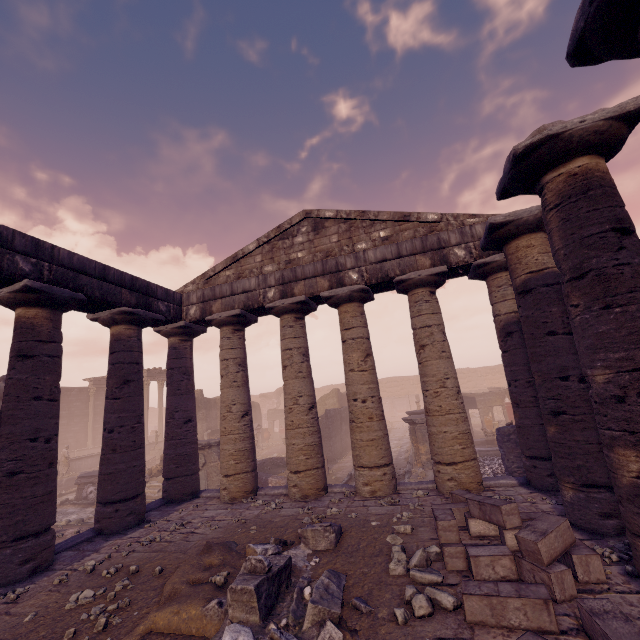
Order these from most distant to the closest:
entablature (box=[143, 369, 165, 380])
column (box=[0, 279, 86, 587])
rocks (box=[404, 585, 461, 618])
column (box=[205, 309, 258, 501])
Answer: entablature (box=[143, 369, 165, 380]), column (box=[205, 309, 258, 501]), column (box=[0, 279, 86, 587]), rocks (box=[404, 585, 461, 618])

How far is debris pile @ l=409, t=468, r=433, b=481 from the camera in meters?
12.5

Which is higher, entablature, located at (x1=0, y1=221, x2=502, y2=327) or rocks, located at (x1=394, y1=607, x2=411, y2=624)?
entablature, located at (x1=0, y1=221, x2=502, y2=327)

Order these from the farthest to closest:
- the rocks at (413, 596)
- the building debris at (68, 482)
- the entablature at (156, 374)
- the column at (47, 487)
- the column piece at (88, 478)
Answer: the entablature at (156, 374) < the building debris at (68, 482) < the column piece at (88, 478) < the column at (47, 487) < the rocks at (413, 596)

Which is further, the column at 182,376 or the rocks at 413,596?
the column at 182,376

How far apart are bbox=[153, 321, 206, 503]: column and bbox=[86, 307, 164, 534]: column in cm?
74

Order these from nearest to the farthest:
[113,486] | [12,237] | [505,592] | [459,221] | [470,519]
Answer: [505,592], [470,519], [12,237], [113,486], [459,221]

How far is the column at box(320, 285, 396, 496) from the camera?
8.2m
